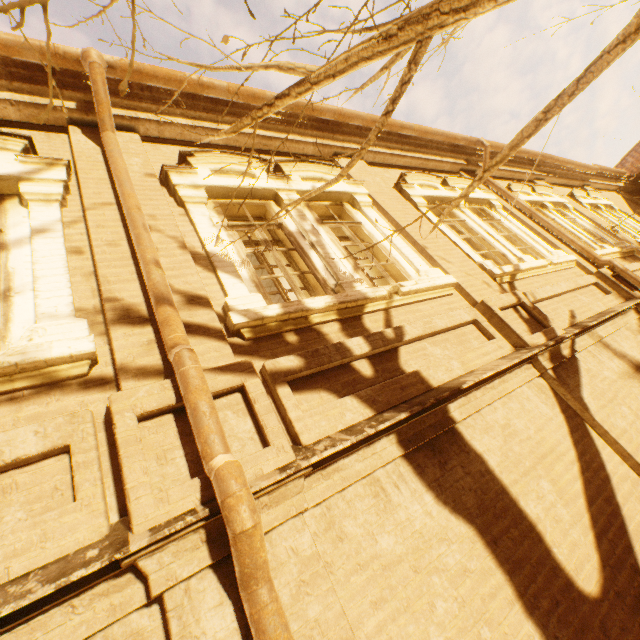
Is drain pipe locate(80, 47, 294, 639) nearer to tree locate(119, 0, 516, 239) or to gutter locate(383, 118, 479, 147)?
gutter locate(383, 118, 479, 147)

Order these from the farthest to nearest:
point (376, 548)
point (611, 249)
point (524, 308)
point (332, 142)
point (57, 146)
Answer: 1. point (611, 249)
2. point (332, 142)
3. point (524, 308)
4. point (57, 146)
5. point (376, 548)

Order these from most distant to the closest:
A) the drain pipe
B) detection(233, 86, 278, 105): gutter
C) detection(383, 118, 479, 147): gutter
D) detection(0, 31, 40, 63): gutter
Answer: detection(383, 118, 479, 147): gutter → detection(233, 86, 278, 105): gutter → detection(0, 31, 40, 63): gutter → the drain pipe

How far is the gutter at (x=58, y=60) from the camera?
3.6 meters

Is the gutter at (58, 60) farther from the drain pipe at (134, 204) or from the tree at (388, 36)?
the tree at (388, 36)

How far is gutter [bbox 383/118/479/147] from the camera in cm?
647
